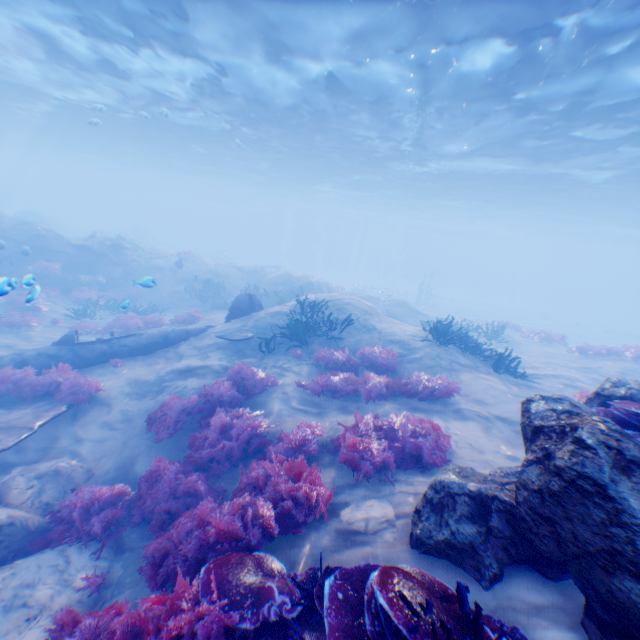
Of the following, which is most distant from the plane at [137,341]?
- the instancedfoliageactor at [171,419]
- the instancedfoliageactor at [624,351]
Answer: the instancedfoliageactor at [624,351]

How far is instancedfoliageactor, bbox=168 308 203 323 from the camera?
15.54m

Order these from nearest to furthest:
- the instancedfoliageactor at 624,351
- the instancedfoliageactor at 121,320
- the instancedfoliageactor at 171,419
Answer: the instancedfoliageactor at 171,419, the instancedfoliageactor at 121,320, the instancedfoliageactor at 624,351

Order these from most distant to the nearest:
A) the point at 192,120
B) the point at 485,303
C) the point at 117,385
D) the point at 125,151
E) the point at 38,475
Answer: the point at 485,303 < the point at 125,151 < the point at 192,120 < the point at 117,385 < the point at 38,475

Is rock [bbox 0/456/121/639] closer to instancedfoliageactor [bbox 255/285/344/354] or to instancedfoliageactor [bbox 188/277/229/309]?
instancedfoliageactor [bbox 255/285/344/354]

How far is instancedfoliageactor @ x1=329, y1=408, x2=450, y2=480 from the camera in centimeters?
568cm

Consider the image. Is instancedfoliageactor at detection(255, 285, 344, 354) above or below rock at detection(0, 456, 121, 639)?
above

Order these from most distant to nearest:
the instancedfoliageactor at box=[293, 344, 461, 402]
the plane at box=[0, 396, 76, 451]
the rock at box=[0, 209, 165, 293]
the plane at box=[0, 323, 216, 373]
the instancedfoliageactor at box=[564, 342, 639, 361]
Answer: the rock at box=[0, 209, 165, 293] → the instancedfoliageactor at box=[564, 342, 639, 361] → the plane at box=[0, 323, 216, 373] → the instancedfoliageactor at box=[293, 344, 461, 402] → the plane at box=[0, 396, 76, 451]
